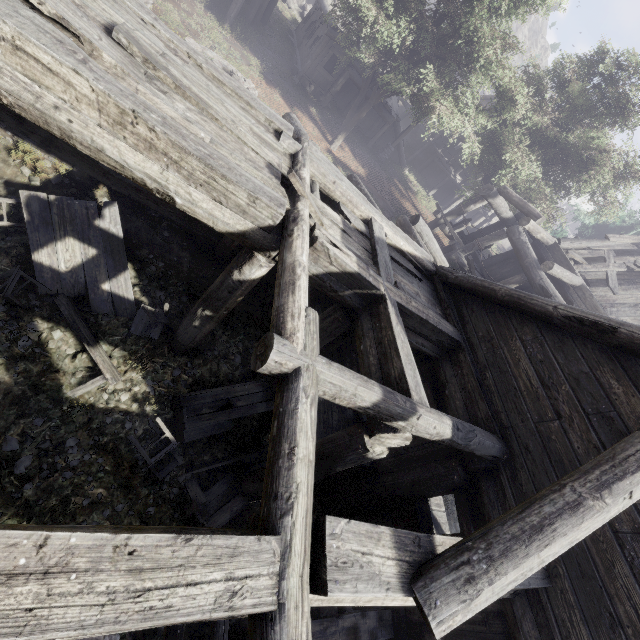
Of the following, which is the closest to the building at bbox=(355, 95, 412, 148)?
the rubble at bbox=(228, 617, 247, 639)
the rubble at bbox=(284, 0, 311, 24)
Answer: the rubble at bbox=(228, 617, 247, 639)

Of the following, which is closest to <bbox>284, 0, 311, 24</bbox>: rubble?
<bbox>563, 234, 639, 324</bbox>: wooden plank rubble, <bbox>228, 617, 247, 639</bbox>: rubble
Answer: <bbox>563, 234, 639, 324</bbox>: wooden plank rubble

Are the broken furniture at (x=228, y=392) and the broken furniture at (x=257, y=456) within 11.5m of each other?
yes

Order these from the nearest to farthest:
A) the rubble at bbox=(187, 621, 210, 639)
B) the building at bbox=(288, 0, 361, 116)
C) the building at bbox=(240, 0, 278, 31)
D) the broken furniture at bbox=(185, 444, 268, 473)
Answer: the rubble at bbox=(187, 621, 210, 639) → the broken furniture at bbox=(185, 444, 268, 473) → the building at bbox=(240, 0, 278, 31) → the building at bbox=(288, 0, 361, 116)

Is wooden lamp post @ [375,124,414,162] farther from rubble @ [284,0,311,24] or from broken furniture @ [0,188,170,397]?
broken furniture @ [0,188,170,397]

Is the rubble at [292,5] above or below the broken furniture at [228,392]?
above

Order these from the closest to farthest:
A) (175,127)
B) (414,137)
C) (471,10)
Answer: (175,127), (471,10), (414,137)

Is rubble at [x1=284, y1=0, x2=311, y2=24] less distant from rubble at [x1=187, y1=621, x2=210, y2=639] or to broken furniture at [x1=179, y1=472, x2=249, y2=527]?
broken furniture at [x1=179, y1=472, x2=249, y2=527]
